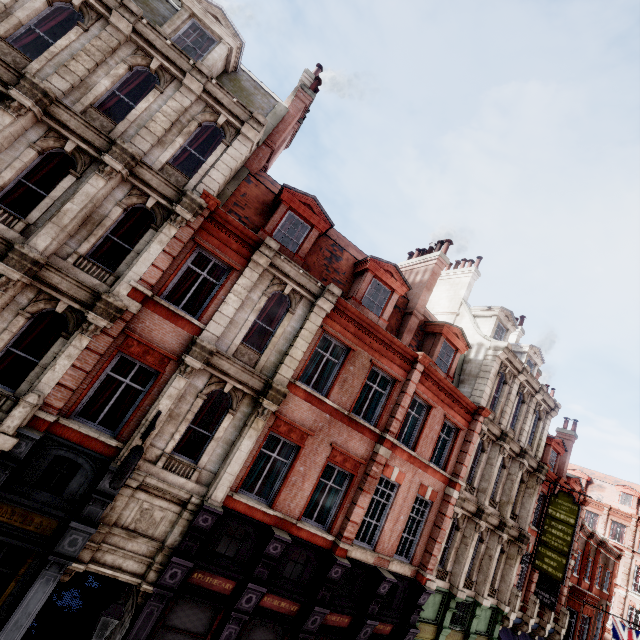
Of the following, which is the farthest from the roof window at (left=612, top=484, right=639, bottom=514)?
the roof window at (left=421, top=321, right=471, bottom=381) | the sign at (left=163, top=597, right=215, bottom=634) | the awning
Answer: the sign at (left=163, top=597, right=215, bottom=634)

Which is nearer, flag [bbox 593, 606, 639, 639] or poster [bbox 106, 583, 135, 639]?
poster [bbox 106, 583, 135, 639]

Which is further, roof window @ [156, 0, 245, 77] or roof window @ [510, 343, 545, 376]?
roof window @ [510, 343, 545, 376]

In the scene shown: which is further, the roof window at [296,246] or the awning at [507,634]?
the awning at [507,634]

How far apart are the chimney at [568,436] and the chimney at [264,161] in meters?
29.6

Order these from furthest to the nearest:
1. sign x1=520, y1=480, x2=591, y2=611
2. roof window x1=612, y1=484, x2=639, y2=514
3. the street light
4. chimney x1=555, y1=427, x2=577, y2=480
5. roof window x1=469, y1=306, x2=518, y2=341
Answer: roof window x1=612, y1=484, x2=639, y2=514
chimney x1=555, y1=427, x2=577, y2=480
roof window x1=469, y1=306, x2=518, y2=341
sign x1=520, y1=480, x2=591, y2=611
the street light

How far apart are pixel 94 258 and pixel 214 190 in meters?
4.3

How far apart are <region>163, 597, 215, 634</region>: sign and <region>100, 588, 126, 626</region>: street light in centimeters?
326cm
